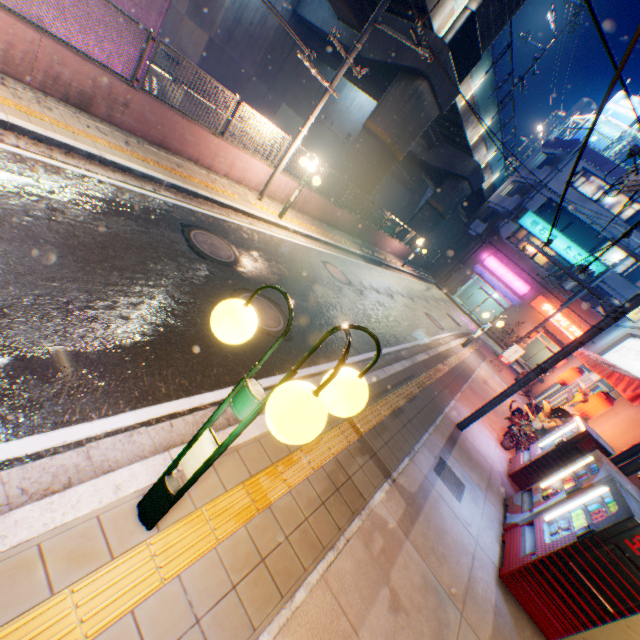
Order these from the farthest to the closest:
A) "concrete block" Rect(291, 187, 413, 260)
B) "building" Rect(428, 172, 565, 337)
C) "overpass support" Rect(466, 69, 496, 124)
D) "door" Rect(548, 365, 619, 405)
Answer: "building" Rect(428, 172, 565, 337)
"overpass support" Rect(466, 69, 496, 124)
"concrete block" Rect(291, 187, 413, 260)
"door" Rect(548, 365, 619, 405)

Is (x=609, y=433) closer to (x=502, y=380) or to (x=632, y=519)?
(x=632, y=519)

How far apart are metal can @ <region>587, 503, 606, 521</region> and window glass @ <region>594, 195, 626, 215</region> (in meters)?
30.53

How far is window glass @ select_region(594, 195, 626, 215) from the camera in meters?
25.6 m

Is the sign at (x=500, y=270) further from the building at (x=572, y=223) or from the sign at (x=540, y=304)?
the sign at (x=540, y=304)

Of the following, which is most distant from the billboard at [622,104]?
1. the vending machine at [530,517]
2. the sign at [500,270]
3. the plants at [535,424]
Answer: the vending machine at [530,517]

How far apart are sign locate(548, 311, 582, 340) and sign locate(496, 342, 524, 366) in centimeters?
1352cm

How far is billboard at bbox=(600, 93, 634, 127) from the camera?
25.83m
